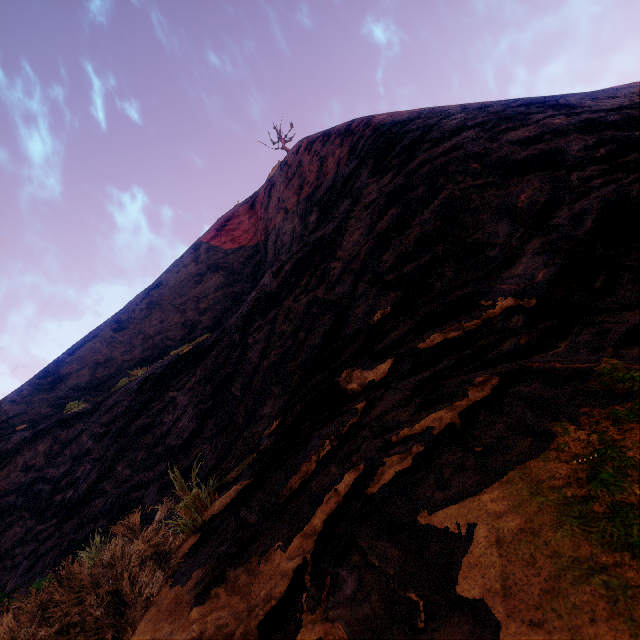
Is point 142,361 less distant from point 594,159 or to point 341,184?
point 341,184
